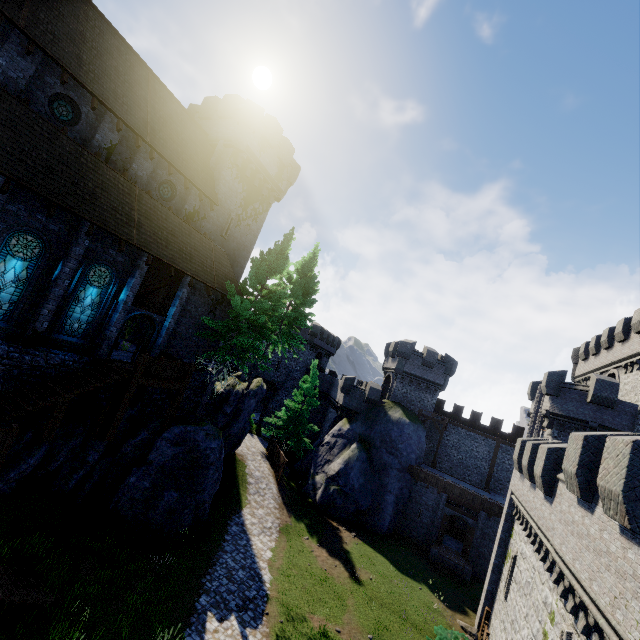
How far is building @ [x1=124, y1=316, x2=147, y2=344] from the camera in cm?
2634

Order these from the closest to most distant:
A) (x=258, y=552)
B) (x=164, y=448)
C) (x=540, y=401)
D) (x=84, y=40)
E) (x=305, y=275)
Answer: (x=84, y=40), (x=164, y=448), (x=258, y=552), (x=305, y=275), (x=540, y=401)

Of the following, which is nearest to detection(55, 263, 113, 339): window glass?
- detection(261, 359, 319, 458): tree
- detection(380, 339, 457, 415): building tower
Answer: detection(261, 359, 319, 458): tree

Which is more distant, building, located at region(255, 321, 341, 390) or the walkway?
building, located at region(255, 321, 341, 390)

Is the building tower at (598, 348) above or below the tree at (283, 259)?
above

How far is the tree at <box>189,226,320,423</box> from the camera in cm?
1938

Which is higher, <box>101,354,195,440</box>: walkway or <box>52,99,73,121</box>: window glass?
<box>52,99,73,121</box>: window glass

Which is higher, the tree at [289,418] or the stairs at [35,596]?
the tree at [289,418]
